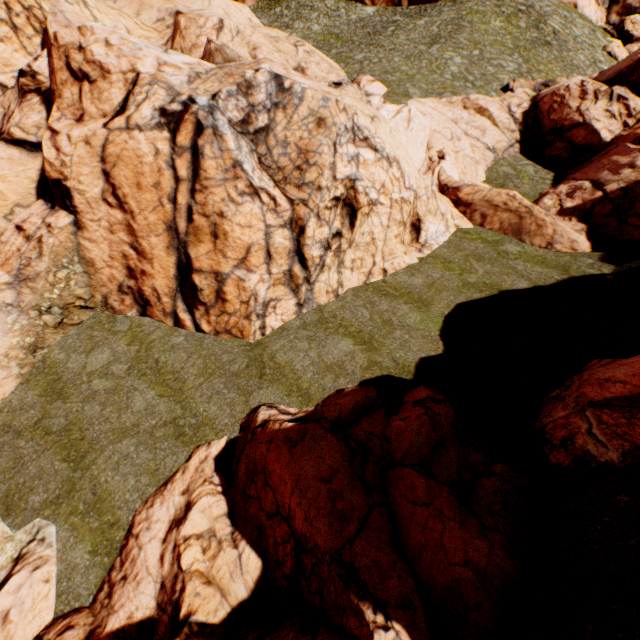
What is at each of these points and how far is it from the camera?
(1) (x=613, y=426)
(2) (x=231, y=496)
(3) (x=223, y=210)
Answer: (1) rock, 6.7m
(2) rock, 8.5m
(3) rock, 11.1m

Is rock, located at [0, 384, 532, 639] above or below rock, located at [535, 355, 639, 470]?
below

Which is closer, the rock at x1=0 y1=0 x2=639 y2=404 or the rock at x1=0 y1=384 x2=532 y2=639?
the rock at x1=0 y1=384 x2=532 y2=639

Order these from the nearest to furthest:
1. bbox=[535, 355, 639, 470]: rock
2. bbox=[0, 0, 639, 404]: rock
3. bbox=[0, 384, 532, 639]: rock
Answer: bbox=[0, 384, 532, 639]: rock
bbox=[535, 355, 639, 470]: rock
bbox=[0, 0, 639, 404]: rock

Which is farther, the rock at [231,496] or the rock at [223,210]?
the rock at [223,210]

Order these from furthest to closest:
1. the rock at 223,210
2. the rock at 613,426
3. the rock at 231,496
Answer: the rock at 223,210 < the rock at 613,426 < the rock at 231,496
